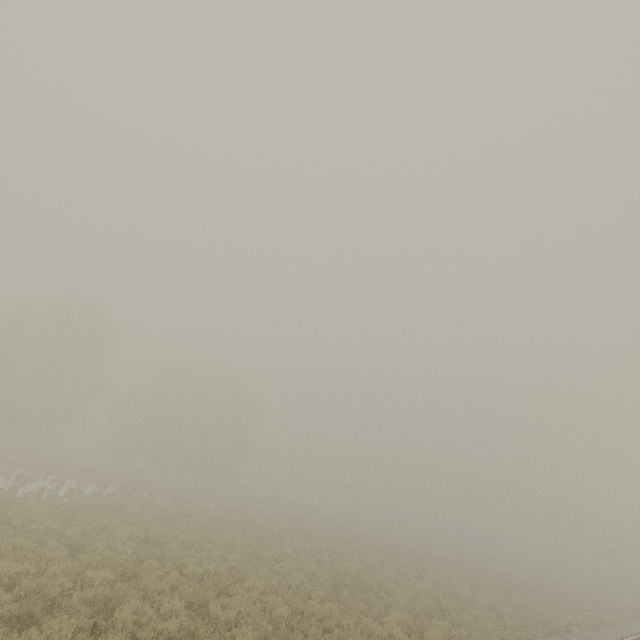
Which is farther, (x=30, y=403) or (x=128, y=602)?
(x=30, y=403)
